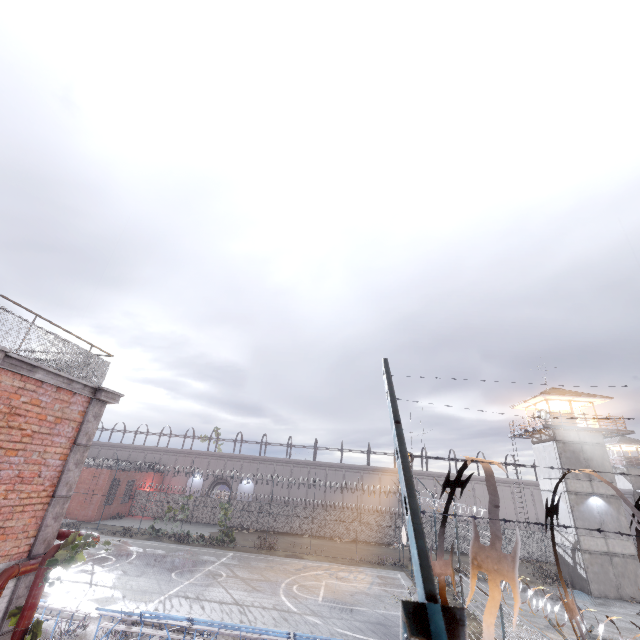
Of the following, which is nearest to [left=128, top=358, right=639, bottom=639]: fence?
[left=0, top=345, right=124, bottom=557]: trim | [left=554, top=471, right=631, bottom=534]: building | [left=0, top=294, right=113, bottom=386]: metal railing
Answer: [left=0, top=345, right=124, bottom=557]: trim

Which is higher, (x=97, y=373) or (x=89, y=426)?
(x=97, y=373)

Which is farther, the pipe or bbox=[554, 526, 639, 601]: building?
bbox=[554, 526, 639, 601]: building

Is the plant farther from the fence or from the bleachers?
the bleachers

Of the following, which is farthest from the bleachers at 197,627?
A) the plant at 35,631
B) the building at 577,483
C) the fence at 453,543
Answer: the building at 577,483

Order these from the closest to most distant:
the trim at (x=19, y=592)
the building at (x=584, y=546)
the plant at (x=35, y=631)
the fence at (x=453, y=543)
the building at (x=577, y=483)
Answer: the fence at (x=453, y=543), the plant at (x=35, y=631), the trim at (x=19, y=592), the building at (x=584, y=546), the building at (x=577, y=483)

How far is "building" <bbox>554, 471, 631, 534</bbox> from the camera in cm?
2538

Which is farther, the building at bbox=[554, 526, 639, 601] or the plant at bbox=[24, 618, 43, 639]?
the building at bbox=[554, 526, 639, 601]
